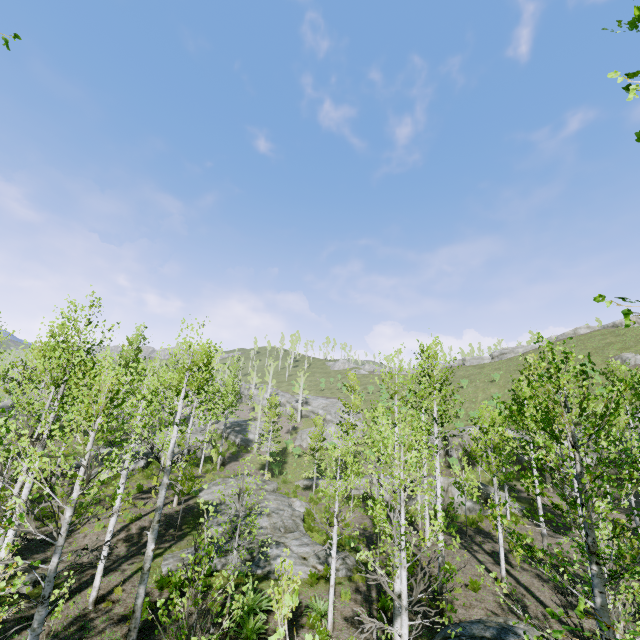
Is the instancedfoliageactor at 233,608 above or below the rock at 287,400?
below

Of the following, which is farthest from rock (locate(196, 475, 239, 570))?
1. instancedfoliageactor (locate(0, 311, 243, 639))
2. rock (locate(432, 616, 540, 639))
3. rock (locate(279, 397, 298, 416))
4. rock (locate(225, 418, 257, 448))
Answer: rock (locate(279, 397, 298, 416))

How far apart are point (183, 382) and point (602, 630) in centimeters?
2899cm

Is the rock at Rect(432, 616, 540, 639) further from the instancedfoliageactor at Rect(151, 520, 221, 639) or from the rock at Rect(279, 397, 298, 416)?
the rock at Rect(279, 397, 298, 416)

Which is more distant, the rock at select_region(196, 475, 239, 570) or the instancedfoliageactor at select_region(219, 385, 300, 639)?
the rock at select_region(196, 475, 239, 570)

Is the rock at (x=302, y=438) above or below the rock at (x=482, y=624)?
above

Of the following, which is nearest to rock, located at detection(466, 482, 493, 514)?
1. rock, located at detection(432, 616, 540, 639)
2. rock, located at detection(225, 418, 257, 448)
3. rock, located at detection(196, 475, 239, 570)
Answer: rock, located at detection(196, 475, 239, 570)

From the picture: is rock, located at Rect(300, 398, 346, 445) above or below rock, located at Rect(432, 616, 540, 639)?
above
